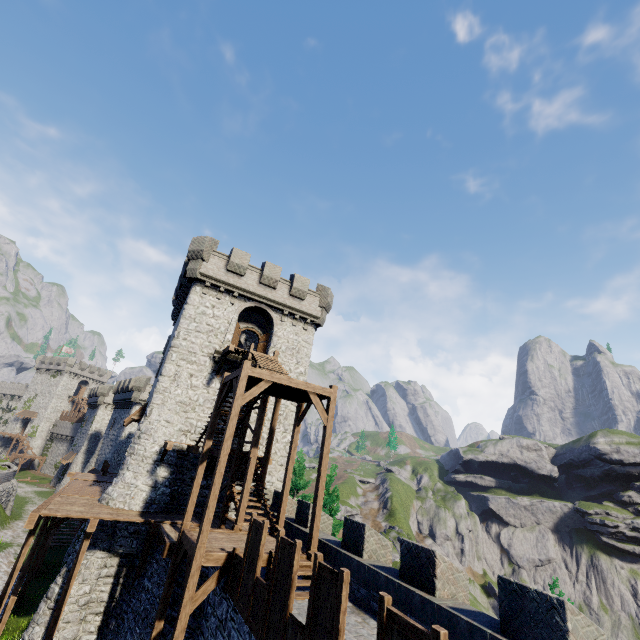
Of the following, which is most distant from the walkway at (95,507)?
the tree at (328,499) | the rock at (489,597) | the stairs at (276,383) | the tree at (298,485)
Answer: the rock at (489,597)

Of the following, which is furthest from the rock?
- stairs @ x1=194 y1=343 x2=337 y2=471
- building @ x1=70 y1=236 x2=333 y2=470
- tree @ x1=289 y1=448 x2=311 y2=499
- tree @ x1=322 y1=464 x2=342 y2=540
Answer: stairs @ x1=194 y1=343 x2=337 y2=471

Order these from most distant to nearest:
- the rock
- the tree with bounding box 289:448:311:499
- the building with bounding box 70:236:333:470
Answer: the rock, the tree with bounding box 289:448:311:499, the building with bounding box 70:236:333:470

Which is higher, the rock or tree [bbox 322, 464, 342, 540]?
tree [bbox 322, 464, 342, 540]

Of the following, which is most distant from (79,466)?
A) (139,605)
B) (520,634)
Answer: (520,634)

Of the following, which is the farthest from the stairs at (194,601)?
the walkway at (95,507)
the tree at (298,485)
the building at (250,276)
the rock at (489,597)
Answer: the rock at (489,597)

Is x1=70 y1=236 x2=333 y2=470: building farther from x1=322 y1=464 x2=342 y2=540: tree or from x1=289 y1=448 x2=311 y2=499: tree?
x1=289 y1=448 x2=311 y2=499: tree

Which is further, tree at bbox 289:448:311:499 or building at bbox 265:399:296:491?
tree at bbox 289:448:311:499
